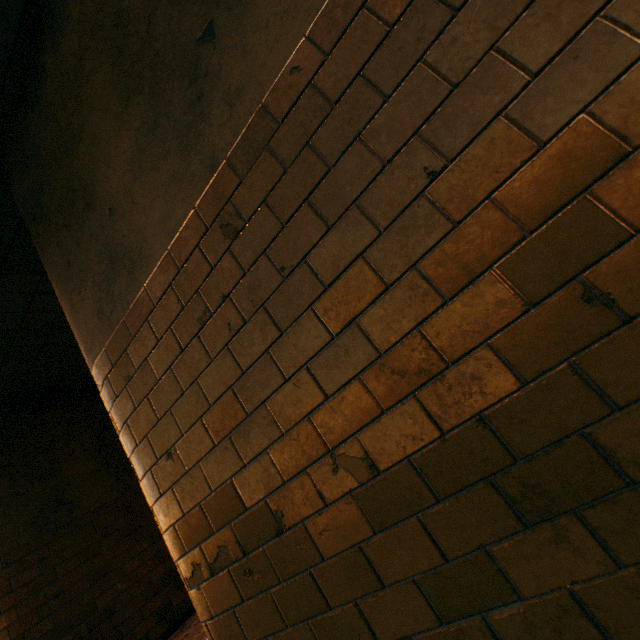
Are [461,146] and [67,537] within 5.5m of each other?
no
